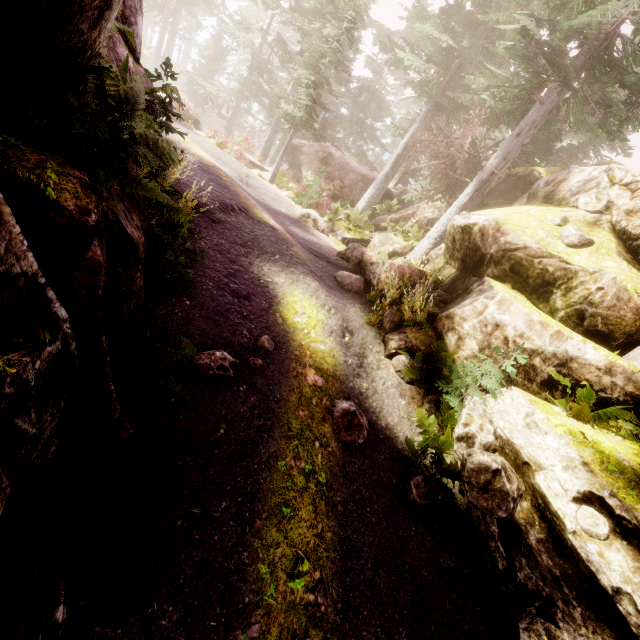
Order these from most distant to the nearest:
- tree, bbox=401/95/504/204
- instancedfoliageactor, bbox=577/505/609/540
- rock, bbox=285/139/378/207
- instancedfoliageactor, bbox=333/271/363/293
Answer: rock, bbox=285/139/378/207
tree, bbox=401/95/504/204
instancedfoliageactor, bbox=333/271/363/293
instancedfoliageactor, bbox=577/505/609/540

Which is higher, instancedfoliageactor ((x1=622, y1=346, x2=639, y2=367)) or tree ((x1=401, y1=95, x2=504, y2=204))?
tree ((x1=401, y1=95, x2=504, y2=204))

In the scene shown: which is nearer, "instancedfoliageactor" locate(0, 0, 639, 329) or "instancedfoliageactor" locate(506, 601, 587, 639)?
"instancedfoliageactor" locate(0, 0, 639, 329)

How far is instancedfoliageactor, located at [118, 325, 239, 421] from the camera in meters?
3.8

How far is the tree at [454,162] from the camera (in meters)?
13.44

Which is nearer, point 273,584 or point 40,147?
point 40,147

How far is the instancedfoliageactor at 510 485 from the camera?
5.1 meters

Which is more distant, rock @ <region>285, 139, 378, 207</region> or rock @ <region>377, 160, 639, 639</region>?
rock @ <region>285, 139, 378, 207</region>
